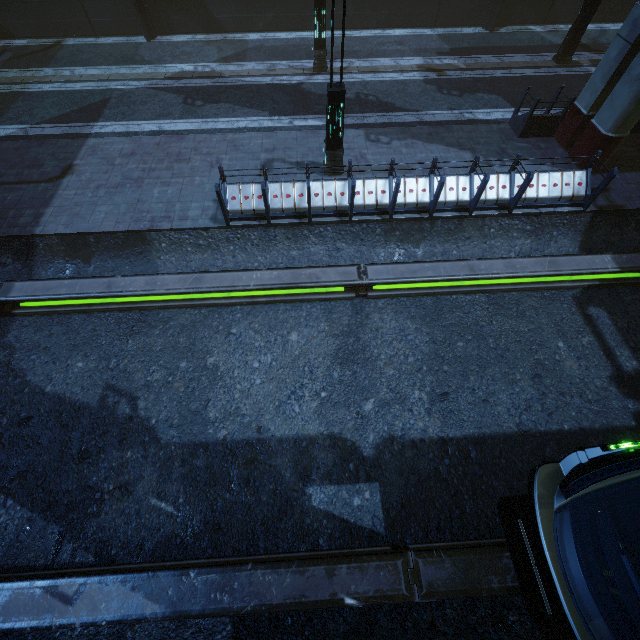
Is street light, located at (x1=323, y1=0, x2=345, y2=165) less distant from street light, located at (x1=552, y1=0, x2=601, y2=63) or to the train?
the train

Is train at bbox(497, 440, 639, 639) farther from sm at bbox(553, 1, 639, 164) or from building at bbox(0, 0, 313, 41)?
sm at bbox(553, 1, 639, 164)

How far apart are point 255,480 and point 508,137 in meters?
14.0 m

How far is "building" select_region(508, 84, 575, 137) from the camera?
11.0m

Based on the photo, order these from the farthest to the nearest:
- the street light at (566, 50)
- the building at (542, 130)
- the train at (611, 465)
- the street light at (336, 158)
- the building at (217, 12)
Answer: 1. the building at (217, 12)
2. the street light at (566, 50)
3. the building at (542, 130)
4. the street light at (336, 158)
5. the train at (611, 465)

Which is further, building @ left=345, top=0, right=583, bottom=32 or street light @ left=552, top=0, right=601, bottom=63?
building @ left=345, top=0, right=583, bottom=32

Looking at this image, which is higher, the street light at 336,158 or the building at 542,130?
the street light at 336,158

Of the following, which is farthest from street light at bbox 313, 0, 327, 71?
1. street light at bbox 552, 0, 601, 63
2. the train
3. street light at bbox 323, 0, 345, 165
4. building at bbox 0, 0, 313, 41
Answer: the train
